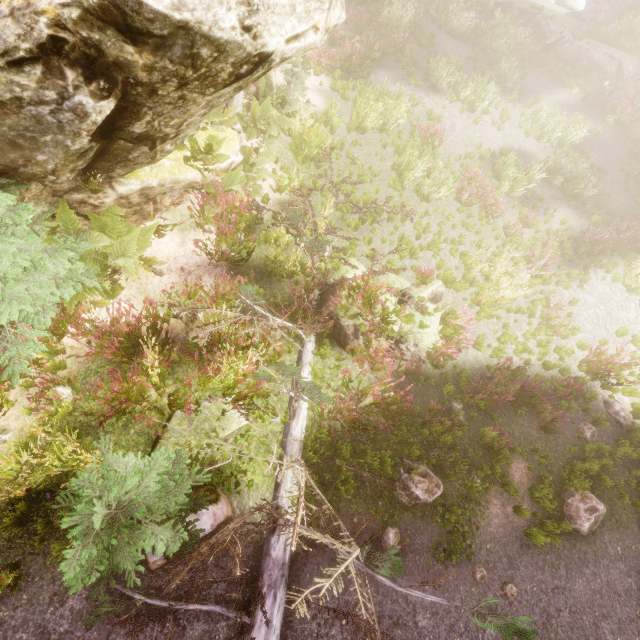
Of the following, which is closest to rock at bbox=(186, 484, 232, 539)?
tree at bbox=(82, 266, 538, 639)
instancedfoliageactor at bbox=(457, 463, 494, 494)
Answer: tree at bbox=(82, 266, 538, 639)

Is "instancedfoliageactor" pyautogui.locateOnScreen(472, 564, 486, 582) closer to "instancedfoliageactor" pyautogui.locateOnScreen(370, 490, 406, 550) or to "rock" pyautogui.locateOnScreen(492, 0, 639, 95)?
"instancedfoliageactor" pyautogui.locateOnScreen(370, 490, 406, 550)

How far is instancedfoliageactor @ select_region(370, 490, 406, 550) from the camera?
6.0m

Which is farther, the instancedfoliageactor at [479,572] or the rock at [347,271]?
the rock at [347,271]

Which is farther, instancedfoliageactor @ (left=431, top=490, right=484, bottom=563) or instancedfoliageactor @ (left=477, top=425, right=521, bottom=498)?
instancedfoliageactor @ (left=477, top=425, right=521, bottom=498)

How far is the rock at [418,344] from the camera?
7.9 meters

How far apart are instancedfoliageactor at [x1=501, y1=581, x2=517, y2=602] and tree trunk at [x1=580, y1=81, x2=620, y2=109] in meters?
21.4 m

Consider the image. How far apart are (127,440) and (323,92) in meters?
13.2
